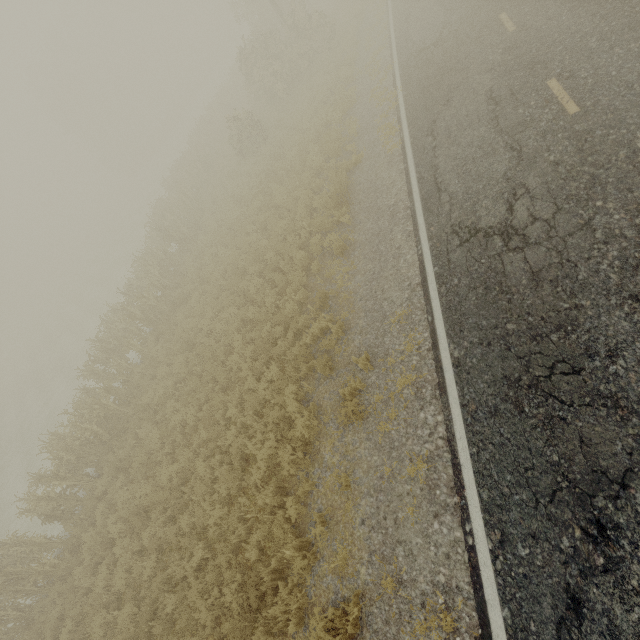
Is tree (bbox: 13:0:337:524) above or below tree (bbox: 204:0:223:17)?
below

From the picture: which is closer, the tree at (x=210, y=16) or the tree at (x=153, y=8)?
the tree at (x=153, y=8)

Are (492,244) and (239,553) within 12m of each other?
yes

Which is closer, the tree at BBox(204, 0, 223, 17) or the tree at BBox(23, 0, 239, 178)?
the tree at BBox(23, 0, 239, 178)

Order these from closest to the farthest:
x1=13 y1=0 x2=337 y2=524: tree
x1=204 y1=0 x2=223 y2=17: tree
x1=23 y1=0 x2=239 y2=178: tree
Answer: x1=13 y1=0 x2=337 y2=524: tree, x1=23 y1=0 x2=239 y2=178: tree, x1=204 y1=0 x2=223 y2=17: tree
